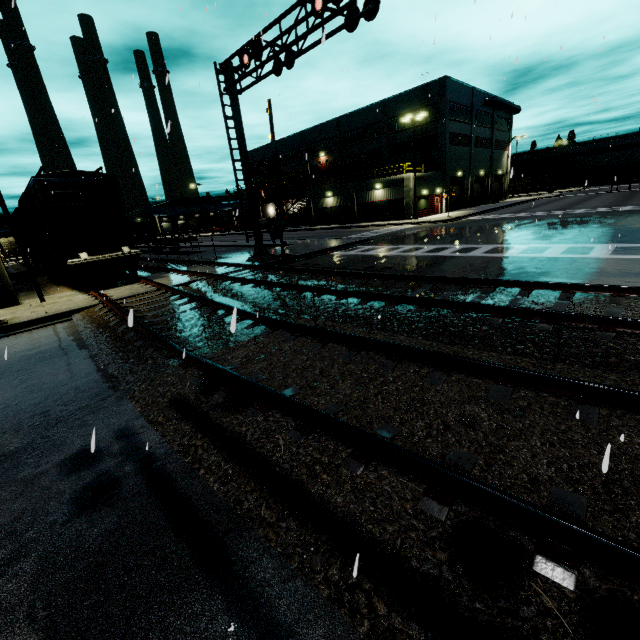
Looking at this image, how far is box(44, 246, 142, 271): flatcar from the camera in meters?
13.9 m

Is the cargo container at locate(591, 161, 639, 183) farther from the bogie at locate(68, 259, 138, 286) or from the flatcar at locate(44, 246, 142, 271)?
the flatcar at locate(44, 246, 142, 271)

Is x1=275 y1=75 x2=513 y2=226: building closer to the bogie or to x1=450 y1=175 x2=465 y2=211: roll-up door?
x1=450 y1=175 x2=465 y2=211: roll-up door

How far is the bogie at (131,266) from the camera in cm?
1441

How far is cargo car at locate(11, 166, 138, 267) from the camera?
13.7 meters

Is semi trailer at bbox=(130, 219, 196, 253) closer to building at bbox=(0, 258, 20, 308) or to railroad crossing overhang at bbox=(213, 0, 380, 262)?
building at bbox=(0, 258, 20, 308)

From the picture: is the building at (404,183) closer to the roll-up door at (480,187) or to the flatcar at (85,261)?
the roll-up door at (480,187)

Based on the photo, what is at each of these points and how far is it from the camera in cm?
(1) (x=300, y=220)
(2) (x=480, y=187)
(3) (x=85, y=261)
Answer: (1) tarp, 4875
(2) roll-up door, 4941
(3) flatcar, 1392
